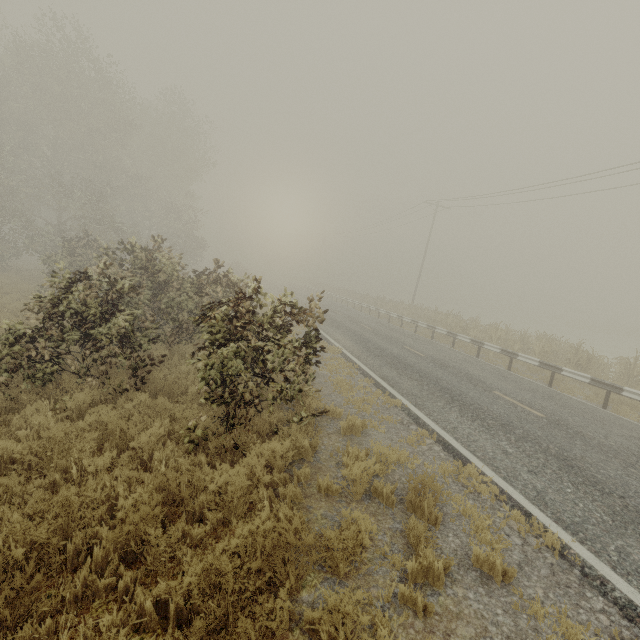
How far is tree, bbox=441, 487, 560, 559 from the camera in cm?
427

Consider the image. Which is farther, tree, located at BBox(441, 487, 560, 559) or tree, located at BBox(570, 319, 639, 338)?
tree, located at BBox(570, 319, 639, 338)

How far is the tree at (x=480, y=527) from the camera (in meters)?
4.27

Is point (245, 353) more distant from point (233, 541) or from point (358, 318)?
point (358, 318)

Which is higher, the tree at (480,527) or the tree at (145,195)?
the tree at (145,195)

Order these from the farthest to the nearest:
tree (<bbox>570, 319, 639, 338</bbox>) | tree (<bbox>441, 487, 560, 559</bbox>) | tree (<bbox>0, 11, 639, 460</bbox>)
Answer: tree (<bbox>570, 319, 639, 338</bbox>), tree (<bbox>0, 11, 639, 460</bbox>), tree (<bbox>441, 487, 560, 559</bbox>)

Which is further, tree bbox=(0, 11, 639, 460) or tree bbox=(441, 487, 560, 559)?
tree bbox=(0, 11, 639, 460)
